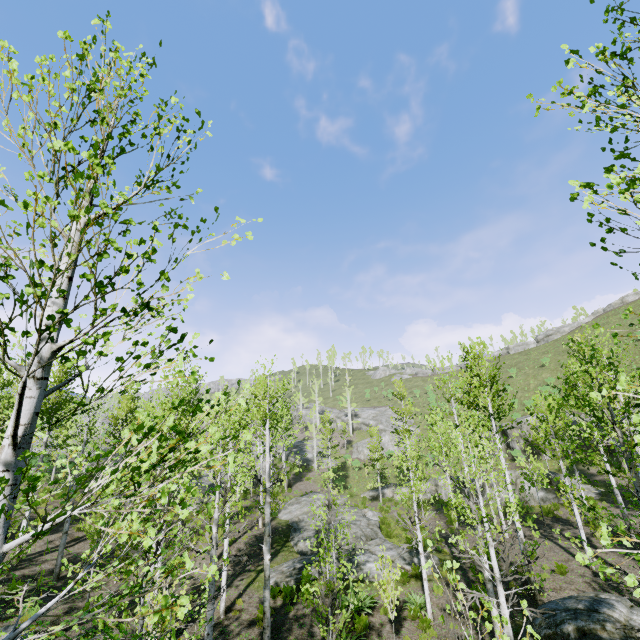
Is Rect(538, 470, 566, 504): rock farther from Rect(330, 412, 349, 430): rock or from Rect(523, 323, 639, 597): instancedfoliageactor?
Rect(330, 412, 349, 430): rock

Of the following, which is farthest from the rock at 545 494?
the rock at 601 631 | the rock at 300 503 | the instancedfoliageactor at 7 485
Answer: the rock at 601 631

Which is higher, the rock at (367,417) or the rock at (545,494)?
the rock at (367,417)

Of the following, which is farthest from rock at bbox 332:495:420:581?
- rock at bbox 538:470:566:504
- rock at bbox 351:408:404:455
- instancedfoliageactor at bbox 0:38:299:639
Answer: rock at bbox 351:408:404:455

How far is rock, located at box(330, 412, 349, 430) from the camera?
56.2 meters

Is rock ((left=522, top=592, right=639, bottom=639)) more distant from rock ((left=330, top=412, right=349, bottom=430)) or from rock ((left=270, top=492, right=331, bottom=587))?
rock ((left=330, top=412, right=349, bottom=430))

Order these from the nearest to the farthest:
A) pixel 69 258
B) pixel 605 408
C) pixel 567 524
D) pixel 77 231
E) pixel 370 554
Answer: pixel 69 258 < pixel 77 231 < pixel 605 408 < pixel 370 554 < pixel 567 524

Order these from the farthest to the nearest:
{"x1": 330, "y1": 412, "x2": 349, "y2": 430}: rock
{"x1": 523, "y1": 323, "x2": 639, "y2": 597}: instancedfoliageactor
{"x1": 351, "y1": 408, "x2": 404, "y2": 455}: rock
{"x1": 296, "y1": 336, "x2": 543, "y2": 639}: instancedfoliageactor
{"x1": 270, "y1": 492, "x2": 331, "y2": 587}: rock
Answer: {"x1": 330, "y1": 412, "x2": 349, "y2": 430}: rock, {"x1": 351, "y1": 408, "x2": 404, "y2": 455}: rock, {"x1": 270, "y1": 492, "x2": 331, "y2": 587}: rock, {"x1": 296, "y1": 336, "x2": 543, "y2": 639}: instancedfoliageactor, {"x1": 523, "y1": 323, "x2": 639, "y2": 597}: instancedfoliageactor
